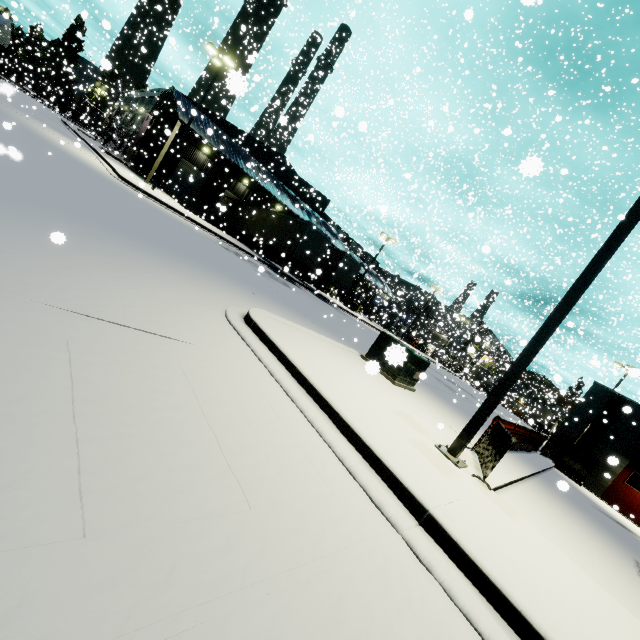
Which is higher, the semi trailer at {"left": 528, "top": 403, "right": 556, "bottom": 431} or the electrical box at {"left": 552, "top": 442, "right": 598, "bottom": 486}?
the semi trailer at {"left": 528, "top": 403, "right": 556, "bottom": 431}

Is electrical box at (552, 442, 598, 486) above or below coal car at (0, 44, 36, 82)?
below

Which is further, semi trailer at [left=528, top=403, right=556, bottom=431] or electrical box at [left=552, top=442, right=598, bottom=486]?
semi trailer at [left=528, top=403, right=556, bottom=431]

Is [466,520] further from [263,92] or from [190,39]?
[190,39]

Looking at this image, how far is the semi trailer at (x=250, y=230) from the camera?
24.0m

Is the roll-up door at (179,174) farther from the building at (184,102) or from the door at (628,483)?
the door at (628,483)

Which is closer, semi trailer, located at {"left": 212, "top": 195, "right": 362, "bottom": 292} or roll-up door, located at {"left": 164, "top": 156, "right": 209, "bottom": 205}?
semi trailer, located at {"left": 212, "top": 195, "right": 362, "bottom": 292}

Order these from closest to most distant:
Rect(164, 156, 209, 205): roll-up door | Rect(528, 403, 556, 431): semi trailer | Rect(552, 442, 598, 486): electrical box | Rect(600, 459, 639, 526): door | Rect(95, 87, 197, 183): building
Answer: Rect(600, 459, 639, 526): door < Rect(552, 442, 598, 486): electrical box < Rect(95, 87, 197, 183): building < Rect(164, 156, 209, 205): roll-up door < Rect(528, 403, 556, 431): semi trailer
